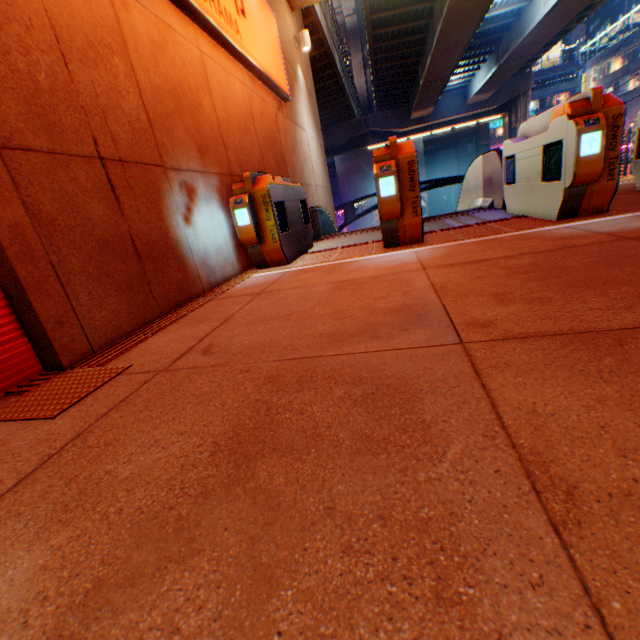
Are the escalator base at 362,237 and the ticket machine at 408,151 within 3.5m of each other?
yes

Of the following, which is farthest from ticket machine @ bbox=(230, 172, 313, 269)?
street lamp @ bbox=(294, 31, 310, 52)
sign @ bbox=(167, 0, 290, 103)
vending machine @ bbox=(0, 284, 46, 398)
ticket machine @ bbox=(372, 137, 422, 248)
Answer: street lamp @ bbox=(294, 31, 310, 52)

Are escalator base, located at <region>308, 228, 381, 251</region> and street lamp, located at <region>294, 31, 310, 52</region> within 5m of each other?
no

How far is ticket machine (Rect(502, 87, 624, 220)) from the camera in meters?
3.1

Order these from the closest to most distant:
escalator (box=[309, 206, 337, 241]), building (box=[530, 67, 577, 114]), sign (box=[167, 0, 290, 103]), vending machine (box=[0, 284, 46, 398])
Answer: vending machine (box=[0, 284, 46, 398]) → sign (box=[167, 0, 290, 103]) → escalator (box=[309, 206, 337, 241]) → building (box=[530, 67, 577, 114])

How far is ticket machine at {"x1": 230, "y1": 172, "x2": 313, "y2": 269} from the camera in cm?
400

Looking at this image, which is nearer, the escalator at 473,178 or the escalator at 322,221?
the escalator at 473,178

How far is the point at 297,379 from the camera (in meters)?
1.36
